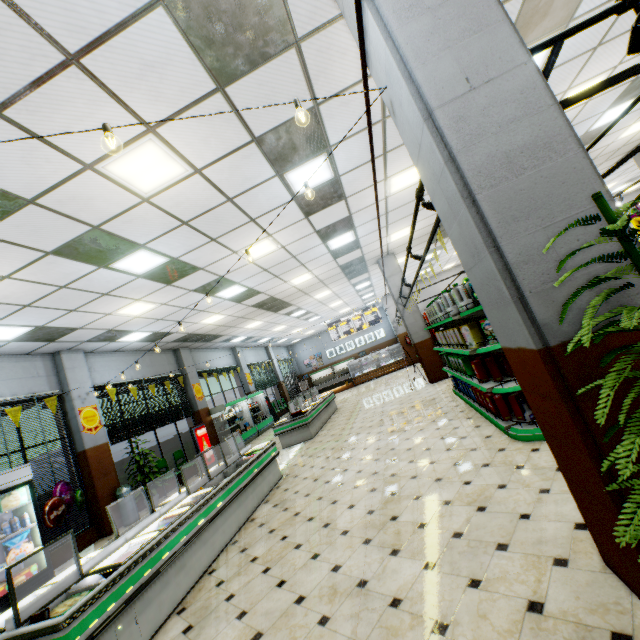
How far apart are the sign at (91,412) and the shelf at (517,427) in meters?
9.3 m

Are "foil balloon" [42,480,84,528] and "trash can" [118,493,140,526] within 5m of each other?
yes

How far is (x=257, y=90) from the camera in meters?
3.5 m

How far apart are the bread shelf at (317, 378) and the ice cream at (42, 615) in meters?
24.6 m

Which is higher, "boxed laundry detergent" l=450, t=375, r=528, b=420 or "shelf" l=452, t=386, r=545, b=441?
"boxed laundry detergent" l=450, t=375, r=528, b=420

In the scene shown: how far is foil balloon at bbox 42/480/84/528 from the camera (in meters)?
6.44

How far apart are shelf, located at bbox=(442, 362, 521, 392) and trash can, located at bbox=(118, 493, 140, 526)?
8.88m

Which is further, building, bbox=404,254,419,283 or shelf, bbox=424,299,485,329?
building, bbox=404,254,419,283
